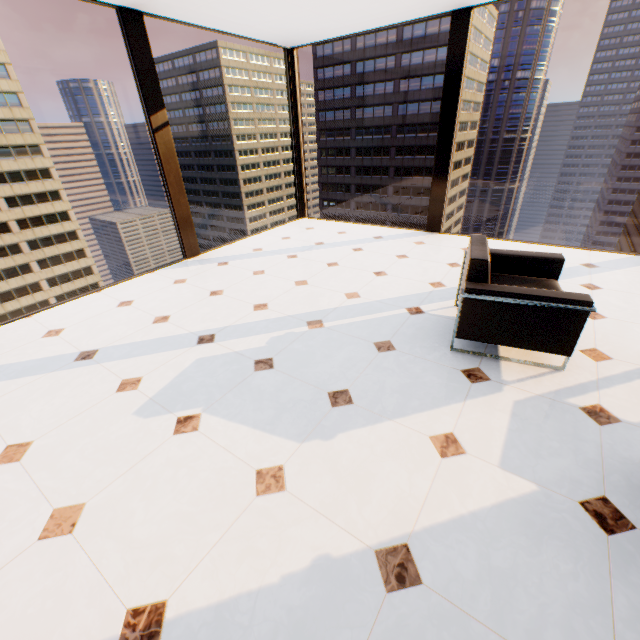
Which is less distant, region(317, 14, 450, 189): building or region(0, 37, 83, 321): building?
region(0, 37, 83, 321): building

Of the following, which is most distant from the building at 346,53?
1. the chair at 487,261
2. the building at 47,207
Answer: the chair at 487,261

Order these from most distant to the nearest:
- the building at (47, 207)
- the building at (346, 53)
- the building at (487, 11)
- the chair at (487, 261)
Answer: the building at (487, 11), the building at (346, 53), the building at (47, 207), the chair at (487, 261)

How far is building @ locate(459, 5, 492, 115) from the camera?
54.39m

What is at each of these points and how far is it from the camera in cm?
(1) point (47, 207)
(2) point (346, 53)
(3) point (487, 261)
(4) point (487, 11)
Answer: (1) building, 5456
(2) building, 5788
(3) chair, 237
(4) building, 5800

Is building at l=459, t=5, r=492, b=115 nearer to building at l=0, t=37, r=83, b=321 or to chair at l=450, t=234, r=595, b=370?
building at l=0, t=37, r=83, b=321

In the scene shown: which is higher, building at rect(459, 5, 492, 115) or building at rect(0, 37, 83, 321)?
building at rect(459, 5, 492, 115)
